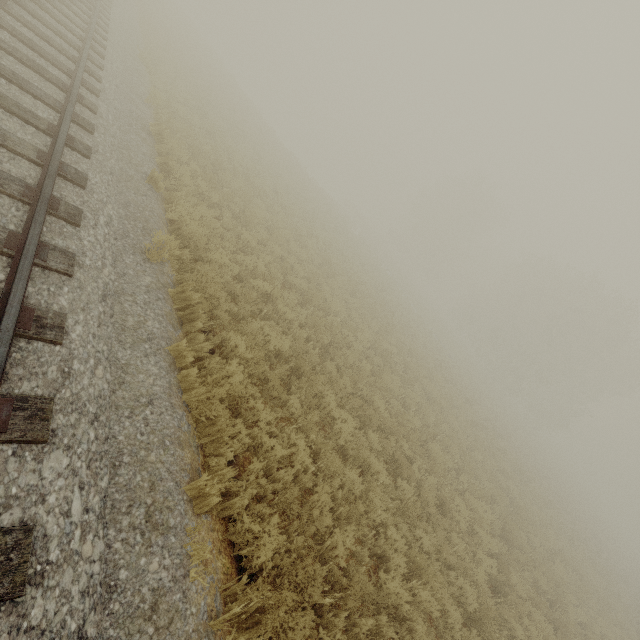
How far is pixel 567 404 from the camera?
41.6m
